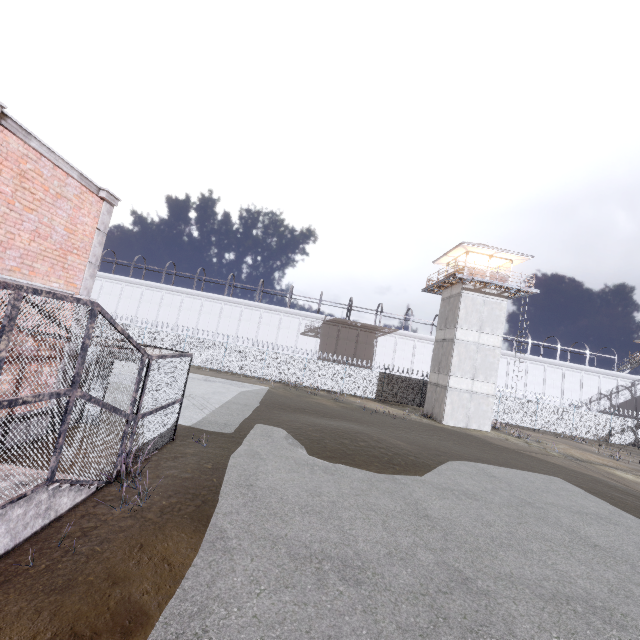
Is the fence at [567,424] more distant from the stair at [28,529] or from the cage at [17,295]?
the stair at [28,529]

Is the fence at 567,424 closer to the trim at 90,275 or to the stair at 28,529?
the trim at 90,275

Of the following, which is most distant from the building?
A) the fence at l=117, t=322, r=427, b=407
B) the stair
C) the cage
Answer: the stair

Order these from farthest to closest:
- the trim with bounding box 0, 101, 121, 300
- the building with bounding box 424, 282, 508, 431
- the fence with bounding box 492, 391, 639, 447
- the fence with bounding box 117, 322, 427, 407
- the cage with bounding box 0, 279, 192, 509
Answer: the fence with bounding box 492, 391, 639, 447, the fence with bounding box 117, 322, 427, 407, the building with bounding box 424, 282, 508, 431, the trim with bounding box 0, 101, 121, 300, the cage with bounding box 0, 279, 192, 509

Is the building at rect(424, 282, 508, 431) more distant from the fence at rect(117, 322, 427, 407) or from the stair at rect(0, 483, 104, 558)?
the stair at rect(0, 483, 104, 558)

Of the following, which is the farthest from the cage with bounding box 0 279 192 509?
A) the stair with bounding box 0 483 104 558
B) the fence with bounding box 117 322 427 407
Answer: the fence with bounding box 117 322 427 407

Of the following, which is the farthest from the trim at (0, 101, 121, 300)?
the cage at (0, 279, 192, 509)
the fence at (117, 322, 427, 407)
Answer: the fence at (117, 322, 427, 407)

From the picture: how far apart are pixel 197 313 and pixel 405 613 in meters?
39.3 m
